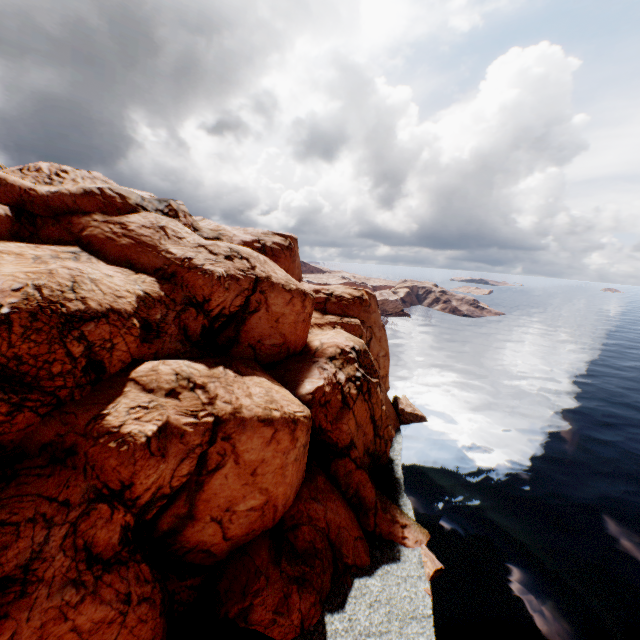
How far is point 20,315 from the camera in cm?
1741
